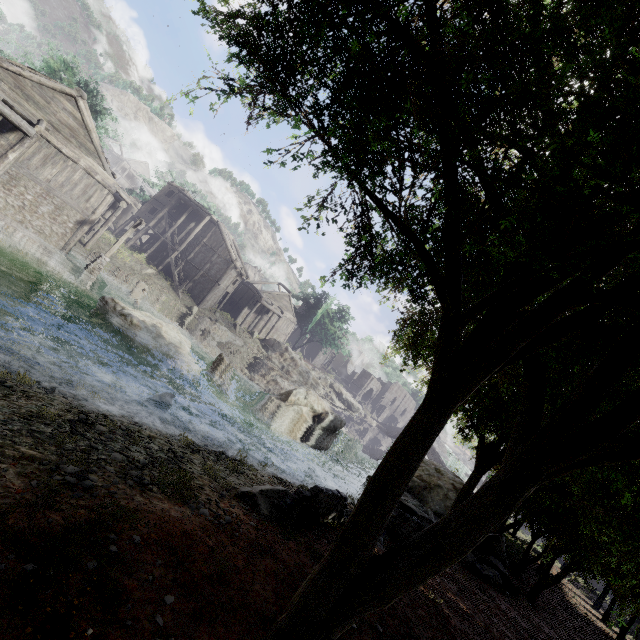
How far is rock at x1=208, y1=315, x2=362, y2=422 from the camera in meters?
39.4 m

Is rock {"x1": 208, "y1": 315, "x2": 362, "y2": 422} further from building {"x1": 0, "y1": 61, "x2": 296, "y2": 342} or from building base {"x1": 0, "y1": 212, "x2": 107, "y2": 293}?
building base {"x1": 0, "y1": 212, "x2": 107, "y2": 293}

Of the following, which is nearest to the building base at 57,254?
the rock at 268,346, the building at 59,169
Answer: the building at 59,169

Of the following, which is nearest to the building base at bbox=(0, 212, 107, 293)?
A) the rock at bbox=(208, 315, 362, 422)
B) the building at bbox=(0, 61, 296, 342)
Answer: the building at bbox=(0, 61, 296, 342)

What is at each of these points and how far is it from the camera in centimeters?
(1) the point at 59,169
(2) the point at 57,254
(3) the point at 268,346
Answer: (1) building, 2031cm
(2) building base, 1961cm
(3) rock, 4400cm

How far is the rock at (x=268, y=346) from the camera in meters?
39.4

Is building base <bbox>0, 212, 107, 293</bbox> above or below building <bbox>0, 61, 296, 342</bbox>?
below
